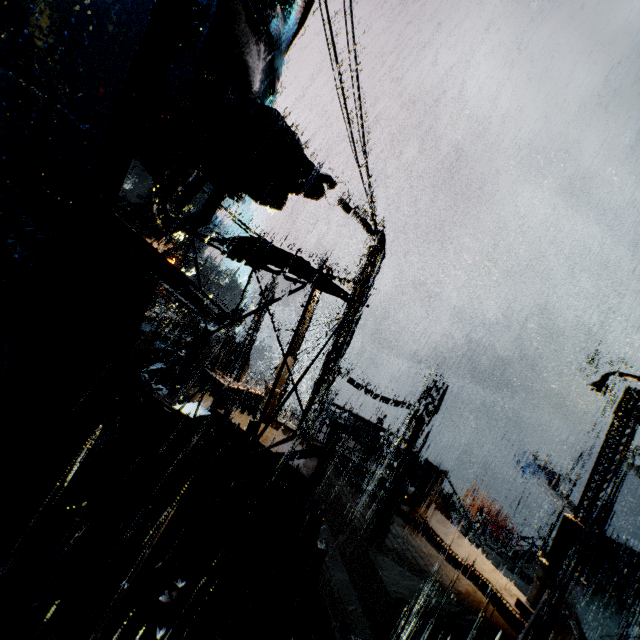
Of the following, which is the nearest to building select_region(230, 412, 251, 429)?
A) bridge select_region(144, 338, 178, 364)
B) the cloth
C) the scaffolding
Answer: bridge select_region(144, 338, 178, 364)

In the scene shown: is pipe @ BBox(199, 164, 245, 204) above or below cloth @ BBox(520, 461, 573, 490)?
above

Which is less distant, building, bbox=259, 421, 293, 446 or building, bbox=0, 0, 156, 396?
building, bbox=0, 0, 156, 396

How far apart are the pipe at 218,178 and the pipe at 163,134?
0.6 meters

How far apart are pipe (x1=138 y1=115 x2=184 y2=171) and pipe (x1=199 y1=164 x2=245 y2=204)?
0.6 meters

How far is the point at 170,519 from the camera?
7.7m

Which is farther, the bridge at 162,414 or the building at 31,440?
the bridge at 162,414

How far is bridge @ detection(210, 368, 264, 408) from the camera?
14.7 meters
